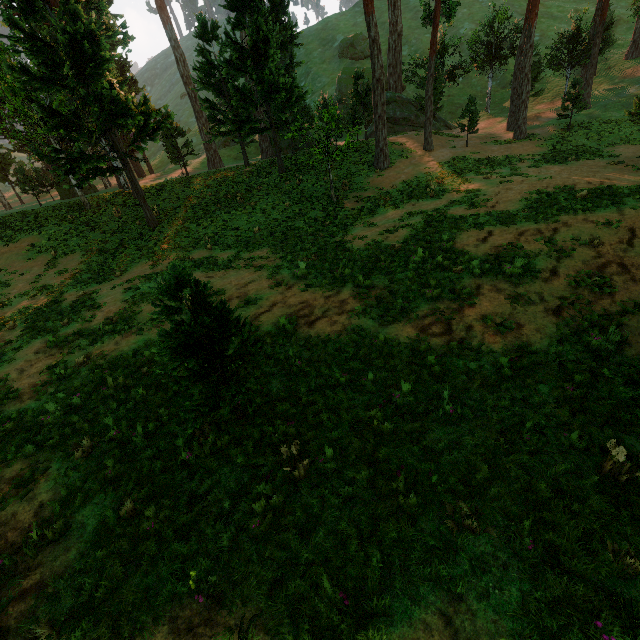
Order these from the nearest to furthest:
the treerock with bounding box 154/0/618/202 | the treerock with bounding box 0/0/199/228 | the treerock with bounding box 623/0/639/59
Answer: the treerock with bounding box 0/0/199/228 → the treerock with bounding box 154/0/618/202 → the treerock with bounding box 623/0/639/59

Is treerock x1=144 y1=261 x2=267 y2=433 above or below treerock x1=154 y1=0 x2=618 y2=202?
below

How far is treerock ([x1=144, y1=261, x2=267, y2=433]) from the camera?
5.2 meters

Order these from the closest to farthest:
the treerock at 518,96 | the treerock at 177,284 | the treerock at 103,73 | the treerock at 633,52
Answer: the treerock at 177,284 → the treerock at 103,73 → the treerock at 518,96 → the treerock at 633,52

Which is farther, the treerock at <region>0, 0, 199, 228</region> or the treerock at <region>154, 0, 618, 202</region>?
the treerock at <region>154, 0, 618, 202</region>

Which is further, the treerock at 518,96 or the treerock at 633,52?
the treerock at 633,52

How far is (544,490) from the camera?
4.6m
